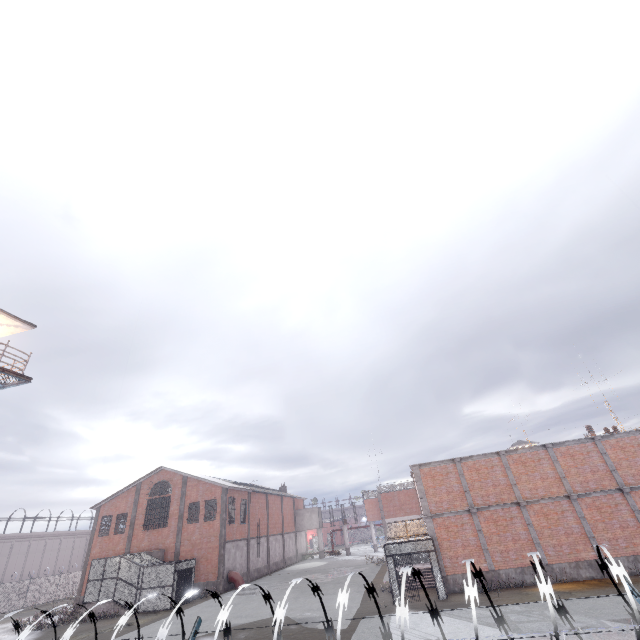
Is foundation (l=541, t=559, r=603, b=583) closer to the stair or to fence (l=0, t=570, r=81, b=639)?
the stair

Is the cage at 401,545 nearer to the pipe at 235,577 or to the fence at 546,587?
the fence at 546,587

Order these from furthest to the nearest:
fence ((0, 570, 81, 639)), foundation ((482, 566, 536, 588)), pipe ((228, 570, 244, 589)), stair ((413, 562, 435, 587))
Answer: pipe ((228, 570, 244, 589))
stair ((413, 562, 435, 587))
foundation ((482, 566, 536, 588))
fence ((0, 570, 81, 639))

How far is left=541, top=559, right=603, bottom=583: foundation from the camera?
18.1m

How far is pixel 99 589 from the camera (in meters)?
27.45

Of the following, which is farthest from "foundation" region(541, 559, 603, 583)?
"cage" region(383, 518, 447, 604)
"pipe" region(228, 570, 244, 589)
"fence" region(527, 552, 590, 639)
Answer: "pipe" region(228, 570, 244, 589)

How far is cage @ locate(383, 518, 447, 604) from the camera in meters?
18.5 m

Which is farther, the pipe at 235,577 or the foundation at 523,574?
the pipe at 235,577
